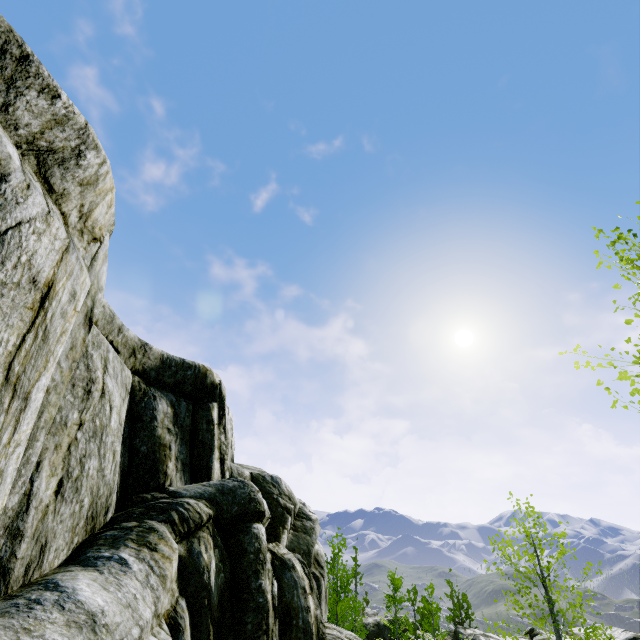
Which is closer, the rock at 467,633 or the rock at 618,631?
the rock at 618,631

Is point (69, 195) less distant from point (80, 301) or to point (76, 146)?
point (76, 146)

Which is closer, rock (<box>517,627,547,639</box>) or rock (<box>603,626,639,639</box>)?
rock (<box>603,626,639,639</box>)

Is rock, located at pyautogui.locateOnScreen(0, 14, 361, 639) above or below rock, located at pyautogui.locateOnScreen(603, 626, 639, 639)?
above
